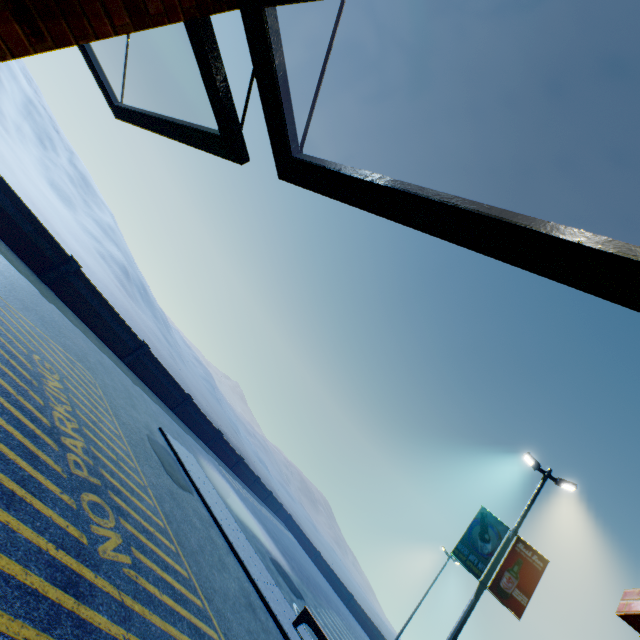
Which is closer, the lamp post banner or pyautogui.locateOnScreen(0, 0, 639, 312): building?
pyautogui.locateOnScreen(0, 0, 639, 312): building

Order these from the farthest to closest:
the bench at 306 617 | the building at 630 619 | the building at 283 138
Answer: the bench at 306 617
the building at 630 619
the building at 283 138

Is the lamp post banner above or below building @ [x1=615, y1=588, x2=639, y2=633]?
above

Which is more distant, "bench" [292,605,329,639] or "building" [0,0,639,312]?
"bench" [292,605,329,639]

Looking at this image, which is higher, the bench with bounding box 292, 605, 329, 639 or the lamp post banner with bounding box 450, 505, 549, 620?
the lamp post banner with bounding box 450, 505, 549, 620

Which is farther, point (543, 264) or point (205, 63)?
point (205, 63)

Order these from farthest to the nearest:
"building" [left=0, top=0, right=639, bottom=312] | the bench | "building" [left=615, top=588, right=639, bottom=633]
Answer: the bench, "building" [left=615, top=588, right=639, bottom=633], "building" [left=0, top=0, right=639, bottom=312]

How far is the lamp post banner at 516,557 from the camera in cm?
998
